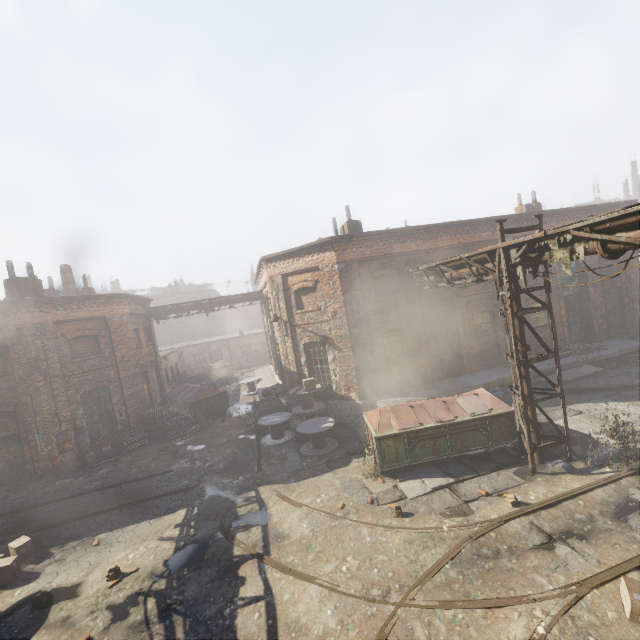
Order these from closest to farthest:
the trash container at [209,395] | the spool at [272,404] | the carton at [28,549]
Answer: the carton at [28,549], the spool at [272,404], the trash container at [209,395]

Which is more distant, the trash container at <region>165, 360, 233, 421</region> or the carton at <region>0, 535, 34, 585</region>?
the trash container at <region>165, 360, 233, 421</region>

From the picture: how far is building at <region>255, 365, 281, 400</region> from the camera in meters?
21.0 m

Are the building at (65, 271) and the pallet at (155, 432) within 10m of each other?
yes

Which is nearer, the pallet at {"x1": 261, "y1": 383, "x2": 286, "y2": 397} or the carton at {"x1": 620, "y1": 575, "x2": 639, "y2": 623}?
the carton at {"x1": 620, "y1": 575, "x2": 639, "y2": 623}

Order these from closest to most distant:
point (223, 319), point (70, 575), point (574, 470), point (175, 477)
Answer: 1. point (70, 575)
2. point (574, 470)
3. point (175, 477)
4. point (223, 319)

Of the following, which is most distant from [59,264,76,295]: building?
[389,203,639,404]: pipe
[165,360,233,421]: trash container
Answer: [389,203,639,404]: pipe

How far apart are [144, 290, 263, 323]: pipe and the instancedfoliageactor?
16.02m
